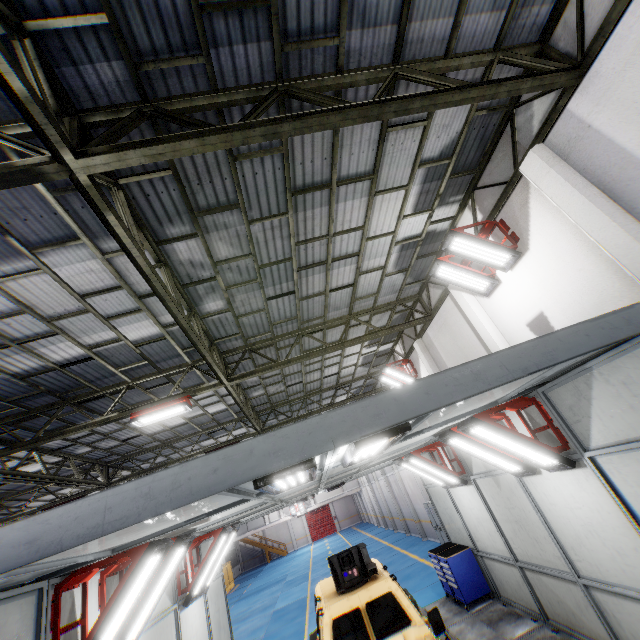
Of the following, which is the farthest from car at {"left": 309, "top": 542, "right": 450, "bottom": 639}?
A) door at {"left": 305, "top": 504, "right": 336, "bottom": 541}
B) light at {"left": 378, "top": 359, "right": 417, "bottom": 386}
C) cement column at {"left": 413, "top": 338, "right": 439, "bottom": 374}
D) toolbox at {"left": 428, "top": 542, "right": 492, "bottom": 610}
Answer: door at {"left": 305, "top": 504, "right": 336, "bottom": 541}

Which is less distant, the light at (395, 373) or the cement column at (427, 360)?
the cement column at (427, 360)

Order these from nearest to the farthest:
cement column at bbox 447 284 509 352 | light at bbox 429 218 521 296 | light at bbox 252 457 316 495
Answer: light at bbox 252 457 316 495 < light at bbox 429 218 521 296 < cement column at bbox 447 284 509 352

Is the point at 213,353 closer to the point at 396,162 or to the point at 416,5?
the point at 396,162

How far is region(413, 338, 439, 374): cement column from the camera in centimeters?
1230cm

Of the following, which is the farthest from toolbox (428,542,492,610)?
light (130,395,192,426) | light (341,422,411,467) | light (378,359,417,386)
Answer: light (130,395,192,426)

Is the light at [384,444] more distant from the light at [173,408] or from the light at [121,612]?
the light at [173,408]

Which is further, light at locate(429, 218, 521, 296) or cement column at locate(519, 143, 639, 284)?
light at locate(429, 218, 521, 296)
